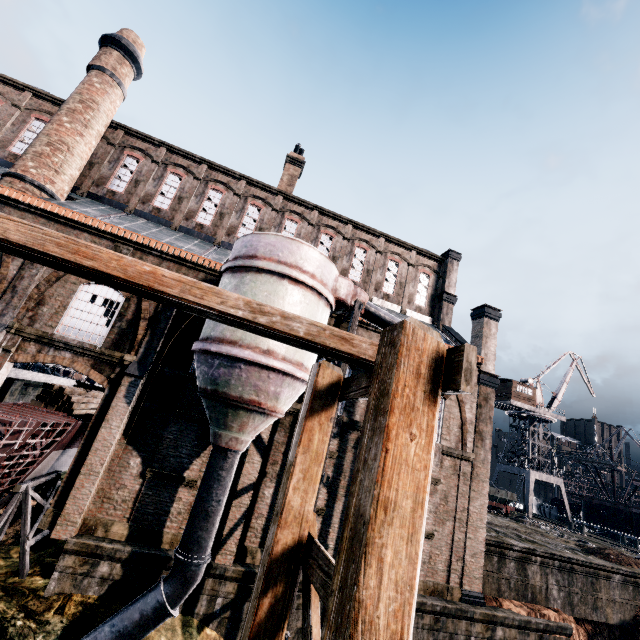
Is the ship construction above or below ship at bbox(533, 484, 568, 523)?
below

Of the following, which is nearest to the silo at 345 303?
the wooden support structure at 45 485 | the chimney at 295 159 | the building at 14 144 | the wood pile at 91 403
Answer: the building at 14 144

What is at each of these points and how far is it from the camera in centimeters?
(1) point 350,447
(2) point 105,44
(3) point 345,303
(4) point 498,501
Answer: (1) building, 1648cm
(2) chimney, 2127cm
(3) silo, 1414cm
(4) rail car, 3394cm

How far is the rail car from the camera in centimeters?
3356cm

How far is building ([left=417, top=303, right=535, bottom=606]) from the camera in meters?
16.1 m

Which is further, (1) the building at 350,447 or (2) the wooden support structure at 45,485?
(1) the building at 350,447

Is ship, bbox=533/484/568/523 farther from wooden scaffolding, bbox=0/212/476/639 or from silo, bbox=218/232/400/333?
wooden scaffolding, bbox=0/212/476/639

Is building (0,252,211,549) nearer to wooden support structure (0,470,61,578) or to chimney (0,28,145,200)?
chimney (0,28,145,200)
